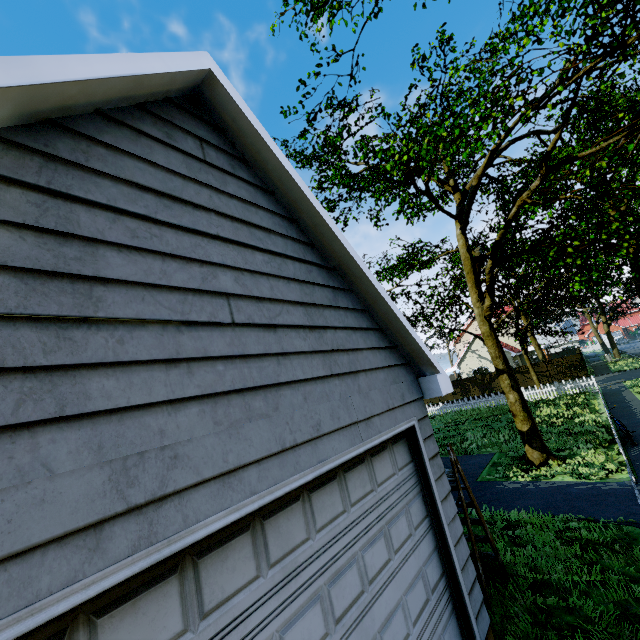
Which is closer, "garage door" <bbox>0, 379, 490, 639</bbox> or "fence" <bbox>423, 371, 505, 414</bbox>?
"garage door" <bbox>0, 379, 490, 639</bbox>

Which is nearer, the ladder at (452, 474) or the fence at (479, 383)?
the ladder at (452, 474)

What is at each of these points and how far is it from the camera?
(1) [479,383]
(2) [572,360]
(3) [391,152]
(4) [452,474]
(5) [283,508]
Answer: (1) fence, 35.1 meters
(2) fence, 30.2 meters
(3) tree, 7.3 meters
(4) ladder, 5.3 meters
(5) garage door, 2.4 meters

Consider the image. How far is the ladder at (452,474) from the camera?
4.75m

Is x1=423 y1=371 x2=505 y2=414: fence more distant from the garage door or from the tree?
the garage door

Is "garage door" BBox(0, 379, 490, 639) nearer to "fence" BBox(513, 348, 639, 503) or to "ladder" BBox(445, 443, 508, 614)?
"ladder" BBox(445, 443, 508, 614)

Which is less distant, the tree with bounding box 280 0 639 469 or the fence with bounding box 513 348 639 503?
the tree with bounding box 280 0 639 469
